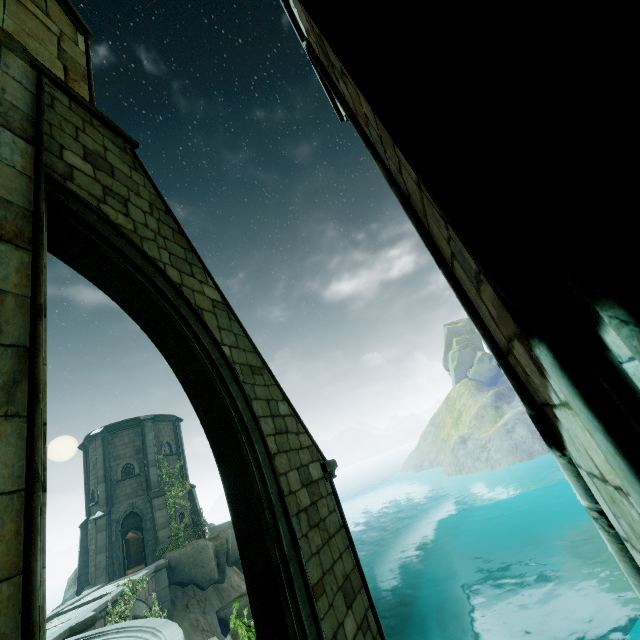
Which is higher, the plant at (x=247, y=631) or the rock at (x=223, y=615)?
the plant at (x=247, y=631)

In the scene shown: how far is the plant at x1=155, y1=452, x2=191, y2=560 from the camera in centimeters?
2116cm

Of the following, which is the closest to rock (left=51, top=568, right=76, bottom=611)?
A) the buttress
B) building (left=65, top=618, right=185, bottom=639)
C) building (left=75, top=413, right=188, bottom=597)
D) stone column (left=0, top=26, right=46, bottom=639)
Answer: building (left=75, top=413, right=188, bottom=597)

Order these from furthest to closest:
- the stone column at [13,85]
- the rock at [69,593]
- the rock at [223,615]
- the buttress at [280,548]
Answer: the rock at [69,593] → the rock at [223,615] → the buttress at [280,548] → the stone column at [13,85]

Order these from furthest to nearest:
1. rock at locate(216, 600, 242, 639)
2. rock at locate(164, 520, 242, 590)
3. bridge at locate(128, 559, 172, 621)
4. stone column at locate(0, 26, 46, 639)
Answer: rock at locate(164, 520, 242, 590)
bridge at locate(128, 559, 172, 621)
rock at locate(216, 600, 242, 639)
stone column at locate(0, 26, 46, 639)

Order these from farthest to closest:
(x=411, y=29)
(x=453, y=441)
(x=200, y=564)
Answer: (x=453, y=441)
(x=200, y=564)
(x=411, y=29)

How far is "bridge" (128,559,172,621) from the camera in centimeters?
1466cm

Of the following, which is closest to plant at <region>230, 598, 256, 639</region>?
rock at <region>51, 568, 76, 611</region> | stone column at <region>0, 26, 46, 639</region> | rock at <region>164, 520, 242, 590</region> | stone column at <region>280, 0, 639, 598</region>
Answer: stone column at <region>0, 26, 46, 639</region>
